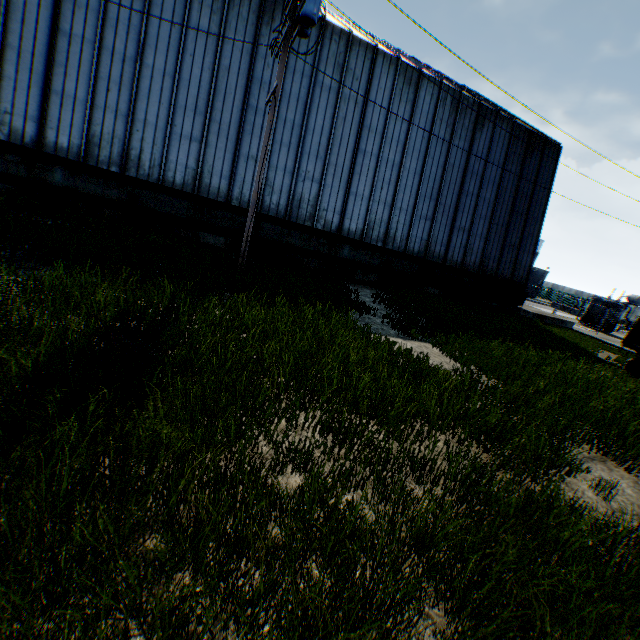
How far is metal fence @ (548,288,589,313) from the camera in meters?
27.8 m

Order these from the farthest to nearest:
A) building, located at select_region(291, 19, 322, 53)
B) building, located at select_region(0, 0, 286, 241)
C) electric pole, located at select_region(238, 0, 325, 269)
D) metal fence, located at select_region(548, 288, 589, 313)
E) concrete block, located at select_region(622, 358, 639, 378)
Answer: metal fence, located at select_region(548, 288, 589, 313), building, located at select_region(291, 19, 322, 53), concrete block, located at select_region(622, 358, 639, 378), building, located at select_region(0, 0, 286, 241), electric pole, located at select_region(238, 0, 325, 269)

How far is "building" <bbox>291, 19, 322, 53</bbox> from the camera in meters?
15.1 m

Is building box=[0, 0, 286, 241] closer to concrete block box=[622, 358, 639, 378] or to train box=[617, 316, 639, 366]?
train box=[617, 316, 639, 366]

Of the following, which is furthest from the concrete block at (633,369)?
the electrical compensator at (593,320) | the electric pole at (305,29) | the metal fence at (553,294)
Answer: the electrical compensator at (593,320)

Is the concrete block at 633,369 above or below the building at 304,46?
below

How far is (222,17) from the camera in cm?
1395
